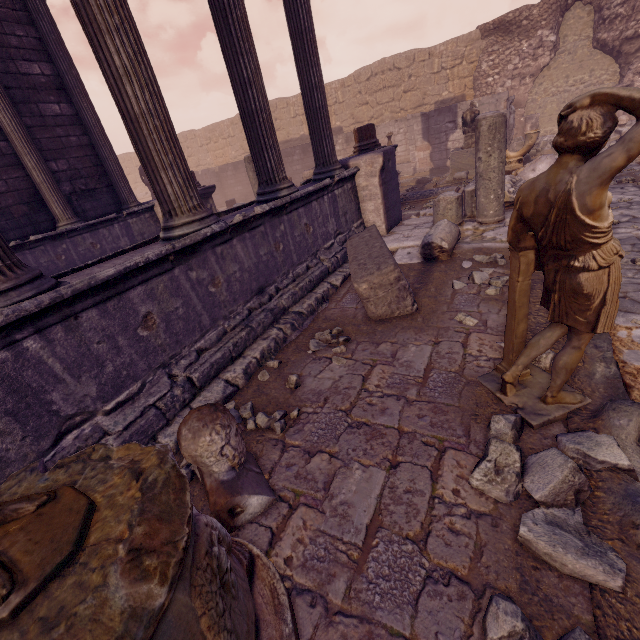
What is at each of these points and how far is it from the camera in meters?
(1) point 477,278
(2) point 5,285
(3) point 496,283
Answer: (1) rocks, 4.2
(2) column, 2.1
(3) rocks, 4.0

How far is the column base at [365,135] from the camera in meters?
7.5 m

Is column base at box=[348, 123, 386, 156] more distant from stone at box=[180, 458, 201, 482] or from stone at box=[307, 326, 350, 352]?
stone at box=[180, 458, 201, 482]

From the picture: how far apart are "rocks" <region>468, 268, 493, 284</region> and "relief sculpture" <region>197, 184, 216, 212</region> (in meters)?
8.40

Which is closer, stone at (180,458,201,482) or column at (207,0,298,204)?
stone at (180,458,201,482)

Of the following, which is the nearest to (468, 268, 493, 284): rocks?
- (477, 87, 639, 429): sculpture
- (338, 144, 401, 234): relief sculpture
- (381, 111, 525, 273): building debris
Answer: (381, 111, 525, 273): building debris

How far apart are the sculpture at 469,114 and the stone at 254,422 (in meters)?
11.26

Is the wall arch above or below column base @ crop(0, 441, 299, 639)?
above
